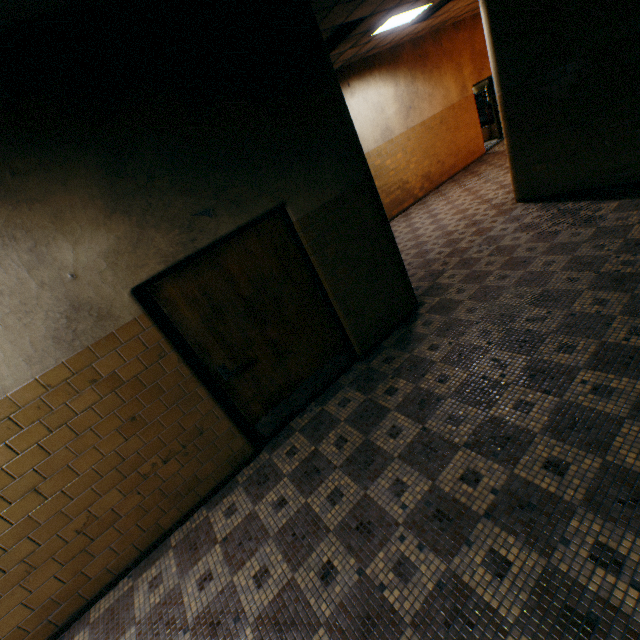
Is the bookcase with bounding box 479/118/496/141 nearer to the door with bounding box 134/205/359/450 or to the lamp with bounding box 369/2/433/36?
the lamp with bounding box 369/2/433/36

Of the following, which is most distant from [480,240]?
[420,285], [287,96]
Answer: [287,96]

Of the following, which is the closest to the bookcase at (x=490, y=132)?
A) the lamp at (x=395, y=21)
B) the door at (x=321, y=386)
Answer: the lamp at (x=395, y=21)

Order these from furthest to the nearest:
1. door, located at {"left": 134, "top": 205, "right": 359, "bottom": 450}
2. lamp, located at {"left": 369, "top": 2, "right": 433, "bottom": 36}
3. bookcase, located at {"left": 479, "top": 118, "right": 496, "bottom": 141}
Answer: bookcase, located at {"left": 479, "top": 118, "right": 496, "bottom": 141}, lamp, located at {"left": 369, "top": 2, "right": 433, "bottom": 36}, door, located at {"left": 134, "top": 205, "right": 359, "bottom": 450}

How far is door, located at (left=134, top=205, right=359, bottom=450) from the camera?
3.1m

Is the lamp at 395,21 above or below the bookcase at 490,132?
above

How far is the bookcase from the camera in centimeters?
1288cm

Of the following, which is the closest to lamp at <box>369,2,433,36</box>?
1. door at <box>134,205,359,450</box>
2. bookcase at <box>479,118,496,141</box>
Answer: door at <box>134,205,359,450</box>
